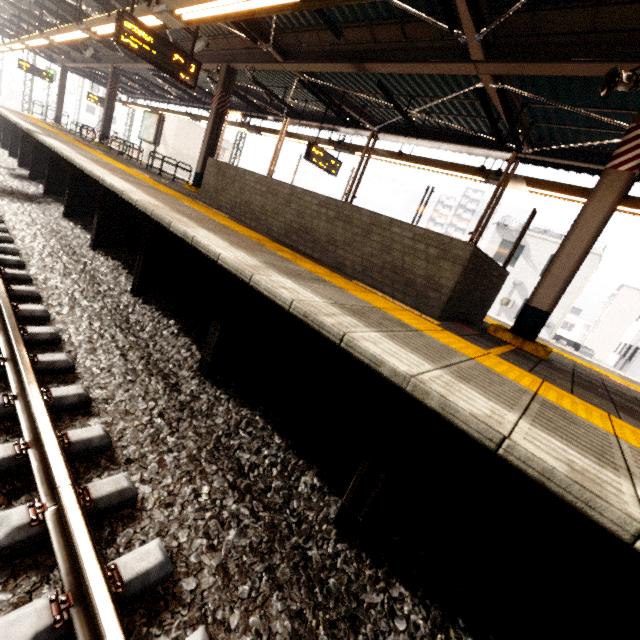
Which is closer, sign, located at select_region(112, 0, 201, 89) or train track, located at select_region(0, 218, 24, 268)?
train track, located at select_region(0, 218, 24, 268)

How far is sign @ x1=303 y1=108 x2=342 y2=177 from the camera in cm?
972

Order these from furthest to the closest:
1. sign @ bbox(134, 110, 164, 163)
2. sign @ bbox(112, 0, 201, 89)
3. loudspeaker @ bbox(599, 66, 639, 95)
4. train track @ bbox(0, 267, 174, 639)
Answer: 1. sign @ bbox(134, 110, 164, 163)
2. sign @ bbox(112, 0, 201, 89)
3. loudspeaker @ bbox(599, 66, 639, 95)
4. train track @ bbox(0, 267, 174, 639)

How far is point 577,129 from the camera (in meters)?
6.95

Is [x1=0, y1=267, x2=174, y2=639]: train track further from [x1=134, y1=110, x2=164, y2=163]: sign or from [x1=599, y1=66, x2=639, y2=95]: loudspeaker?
[x1=599, y1=66, x2=639, y2=95]: loudspeaker

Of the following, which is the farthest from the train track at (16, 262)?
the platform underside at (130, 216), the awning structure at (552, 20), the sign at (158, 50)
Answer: the awning structure at (552, 20)

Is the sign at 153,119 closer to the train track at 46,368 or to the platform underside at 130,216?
the platform underside at 130,216
